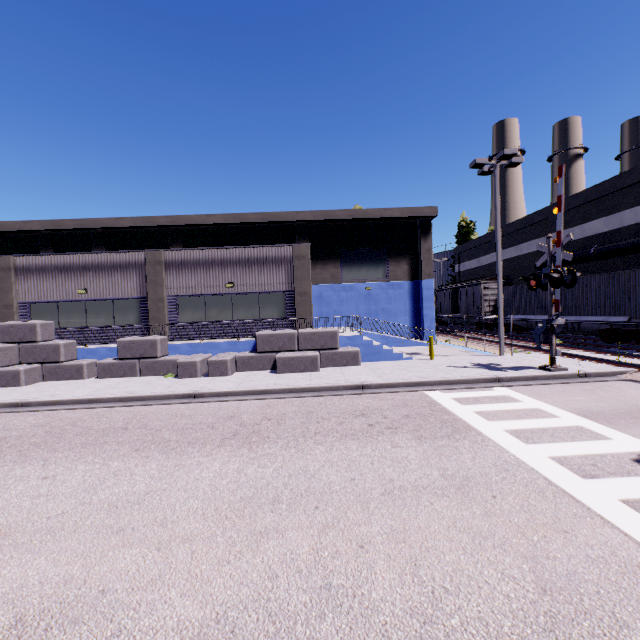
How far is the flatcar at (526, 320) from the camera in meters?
22.7 m

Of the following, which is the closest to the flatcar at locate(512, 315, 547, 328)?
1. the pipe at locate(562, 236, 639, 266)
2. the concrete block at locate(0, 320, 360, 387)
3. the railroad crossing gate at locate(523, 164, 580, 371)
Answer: the pipe at locate(562, 236, 639, 266)

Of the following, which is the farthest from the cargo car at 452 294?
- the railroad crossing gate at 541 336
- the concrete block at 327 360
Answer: the railroad crossing gate at 541 336

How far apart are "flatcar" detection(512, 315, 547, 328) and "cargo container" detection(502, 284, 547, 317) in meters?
0.0

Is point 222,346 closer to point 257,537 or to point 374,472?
point 374,472

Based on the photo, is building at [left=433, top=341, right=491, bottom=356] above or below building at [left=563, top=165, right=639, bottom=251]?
below

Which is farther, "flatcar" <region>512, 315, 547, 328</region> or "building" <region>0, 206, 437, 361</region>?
"flatcar" <region>512, 315, 547, 328</region>
